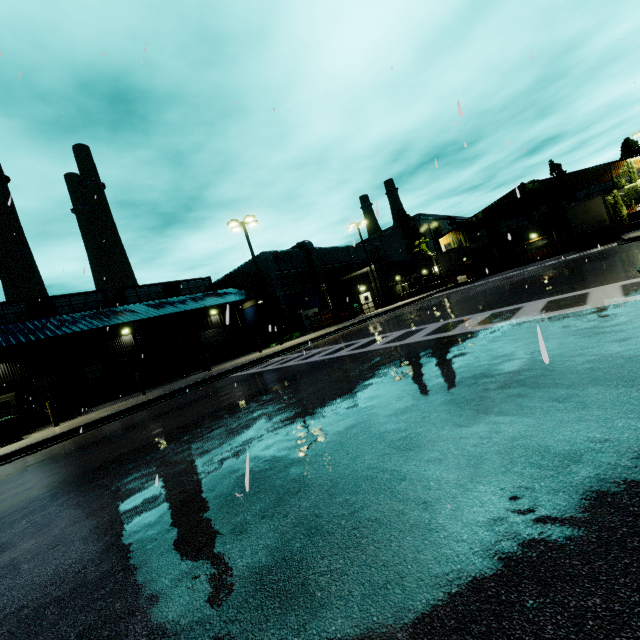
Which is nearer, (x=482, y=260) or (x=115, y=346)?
(x=115, y=346)

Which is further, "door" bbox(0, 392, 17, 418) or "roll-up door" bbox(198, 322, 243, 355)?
"roll-up door" bbox(198, 322, 243, 355)

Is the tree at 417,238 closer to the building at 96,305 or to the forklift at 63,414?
the building at 96,305

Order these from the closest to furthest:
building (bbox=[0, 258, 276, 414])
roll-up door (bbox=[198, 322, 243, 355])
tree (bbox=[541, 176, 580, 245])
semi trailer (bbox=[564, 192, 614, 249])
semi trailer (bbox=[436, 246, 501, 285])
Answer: building (bbox=[0, 258, 276, 414]), semi trailer (bbox=[564, 192, 614, 249]), semi trailer (bbox=[436, 246, 501, 285]), roll-up door (bbox=[198, 322, 243, 355]), tree (bbox=[541, 176, 580, 245])

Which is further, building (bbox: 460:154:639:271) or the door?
building (bbox: 460:154:639:271)

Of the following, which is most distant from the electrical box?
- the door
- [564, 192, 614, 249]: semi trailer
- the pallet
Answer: the door

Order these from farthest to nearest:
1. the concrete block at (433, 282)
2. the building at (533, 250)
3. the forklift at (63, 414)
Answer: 1. the concrete block at (433, 282)
2. the building at (533, 250)
3. the forklift at (63, 414)

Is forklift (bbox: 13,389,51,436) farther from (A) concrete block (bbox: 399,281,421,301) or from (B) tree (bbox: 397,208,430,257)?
(B) tree (bbox: 397,208,430,257)
